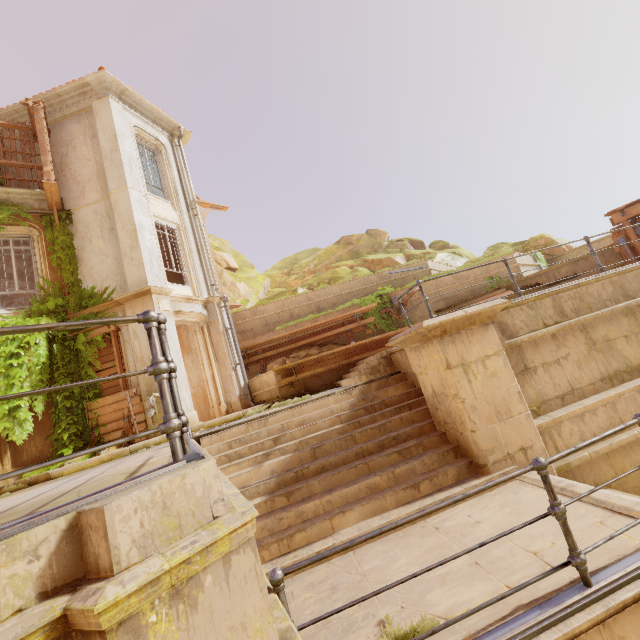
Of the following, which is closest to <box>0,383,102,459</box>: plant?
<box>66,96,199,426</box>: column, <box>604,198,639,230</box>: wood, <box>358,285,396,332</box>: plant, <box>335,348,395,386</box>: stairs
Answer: <box>66,96,199,426</box>: column

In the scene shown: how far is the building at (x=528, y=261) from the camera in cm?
1374

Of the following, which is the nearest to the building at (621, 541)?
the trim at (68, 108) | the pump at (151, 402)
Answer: the pump at (151, 402)

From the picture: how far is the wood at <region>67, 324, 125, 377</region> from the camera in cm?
1007

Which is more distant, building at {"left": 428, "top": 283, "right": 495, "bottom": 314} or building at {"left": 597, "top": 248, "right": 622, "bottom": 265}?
building at {"left": 428, "top": 283, "right": 495, "bottom": 314}

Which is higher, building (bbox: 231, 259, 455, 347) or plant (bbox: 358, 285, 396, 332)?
building (bbox: 231, 259, 455, 347)

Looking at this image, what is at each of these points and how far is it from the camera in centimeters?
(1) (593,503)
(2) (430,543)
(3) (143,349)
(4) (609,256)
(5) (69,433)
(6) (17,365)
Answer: (1) building, 354cm
(2) building, 377cm
(3) column, 984cm
(4) building, 1067cm
(5) plant, 933cm
(6) plant, 926cm

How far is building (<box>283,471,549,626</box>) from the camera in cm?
338
